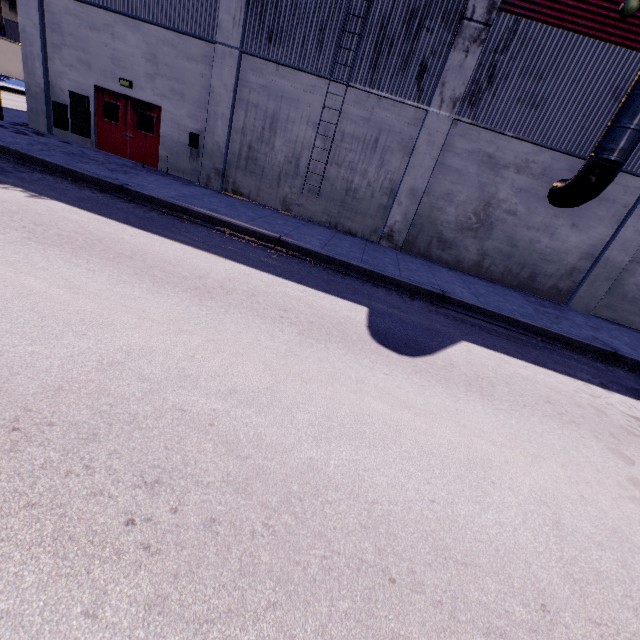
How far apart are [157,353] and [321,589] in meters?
3.0 m

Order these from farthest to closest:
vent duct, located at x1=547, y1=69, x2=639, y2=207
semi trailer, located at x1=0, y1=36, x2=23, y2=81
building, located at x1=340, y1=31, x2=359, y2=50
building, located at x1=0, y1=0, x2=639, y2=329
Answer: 1. semi trailer, located at x1=0, y1=36, x2=23, y2=81
2. building, located at x1=340, y1=31, x2=359, y2=50
3. building, located at x1=0, y1=0, x2=639, y2=329
4. vent duct, located at x1=547, y1=69, x2=639, y2=207

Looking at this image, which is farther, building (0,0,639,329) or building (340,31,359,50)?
building (340,31,359,50)

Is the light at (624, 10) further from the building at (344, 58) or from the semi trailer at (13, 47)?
the semi trailer at (13, 47)

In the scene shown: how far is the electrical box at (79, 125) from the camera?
13.11m

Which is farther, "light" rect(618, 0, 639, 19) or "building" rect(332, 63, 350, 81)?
"building" rect(332, 63, 350, 81)

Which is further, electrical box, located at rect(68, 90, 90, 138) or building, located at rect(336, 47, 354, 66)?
electrical box, located at rect(68, 90, 90, 138)

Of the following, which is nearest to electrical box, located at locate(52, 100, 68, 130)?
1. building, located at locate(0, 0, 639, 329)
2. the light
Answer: building, located at locate(0, 0, 639, 329)
